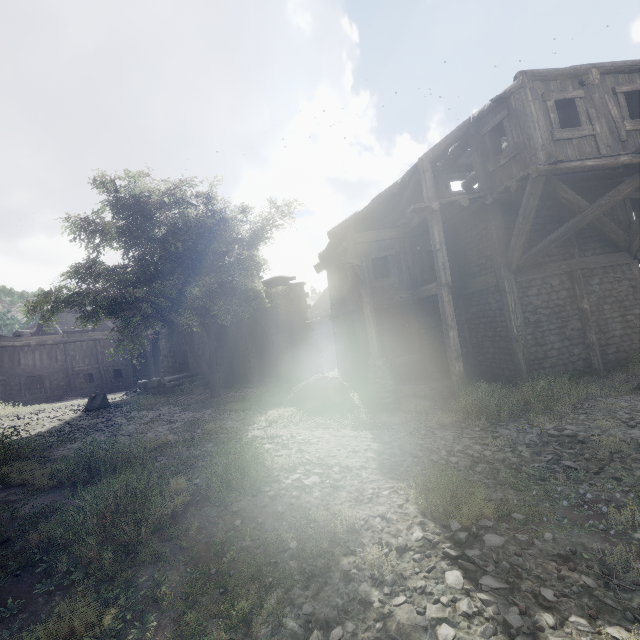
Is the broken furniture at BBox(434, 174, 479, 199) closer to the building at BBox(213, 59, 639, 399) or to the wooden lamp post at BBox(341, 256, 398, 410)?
the building at BBox(213, 59, 639, 399)

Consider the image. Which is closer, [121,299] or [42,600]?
[42,600]

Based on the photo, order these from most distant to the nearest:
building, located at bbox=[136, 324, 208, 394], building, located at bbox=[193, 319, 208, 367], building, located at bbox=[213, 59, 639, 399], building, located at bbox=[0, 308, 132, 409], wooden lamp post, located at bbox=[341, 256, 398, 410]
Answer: building, located at bbox=[0, 308, 132, 409] < building, located at bbox=[193, 319, 208, 367] < building, located at bbox=[136, 324, 208, 394] < wooden lamp post, located at bbox=[341, 256, 398, 410] < building, located at bbox=[213, 59, 639, 399]

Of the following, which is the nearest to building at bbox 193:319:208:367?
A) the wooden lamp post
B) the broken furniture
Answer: the broken furniture

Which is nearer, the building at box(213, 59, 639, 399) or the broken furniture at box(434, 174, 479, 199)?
the building at box(213, 59, 639, 399)

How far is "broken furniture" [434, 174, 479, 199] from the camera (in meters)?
11.06

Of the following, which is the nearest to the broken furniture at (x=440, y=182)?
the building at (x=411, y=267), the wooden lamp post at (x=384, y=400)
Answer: the building at (x=411, y=267)

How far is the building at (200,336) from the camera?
22.06m
